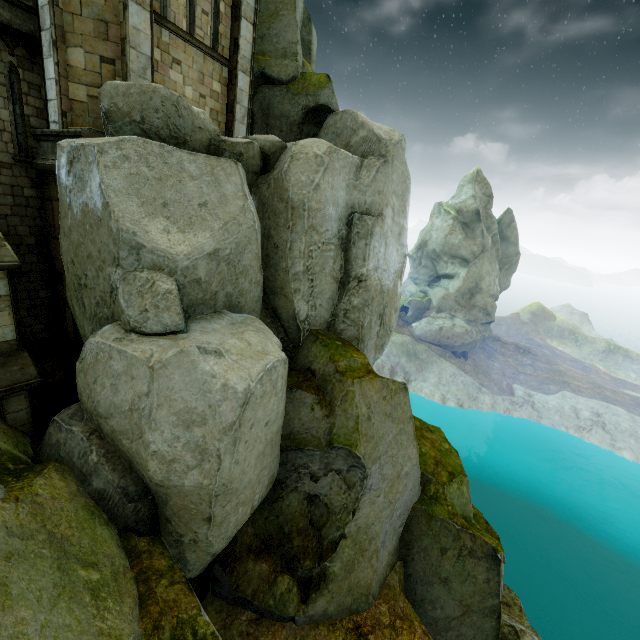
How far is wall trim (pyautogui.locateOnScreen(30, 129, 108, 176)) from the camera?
8.6 meters

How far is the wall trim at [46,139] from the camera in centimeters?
863cm

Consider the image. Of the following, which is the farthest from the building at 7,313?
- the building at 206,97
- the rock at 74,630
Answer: the building at 206,97

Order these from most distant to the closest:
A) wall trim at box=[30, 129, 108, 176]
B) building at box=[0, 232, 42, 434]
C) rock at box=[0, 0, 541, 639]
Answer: wall trim at box=[30, 129, 108, 176], building at box=[0, 232, 42, 434], rock at box=[0, 0, 541, 639]

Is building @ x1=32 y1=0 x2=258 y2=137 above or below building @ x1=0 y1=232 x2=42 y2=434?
above

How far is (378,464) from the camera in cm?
1040

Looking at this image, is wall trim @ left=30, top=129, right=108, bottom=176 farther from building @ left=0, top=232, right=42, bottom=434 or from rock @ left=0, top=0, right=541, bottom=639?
building @ left=0, top=232, right=42, bottom=434

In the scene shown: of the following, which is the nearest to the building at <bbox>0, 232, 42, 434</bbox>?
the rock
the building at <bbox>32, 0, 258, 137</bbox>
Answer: the rock
